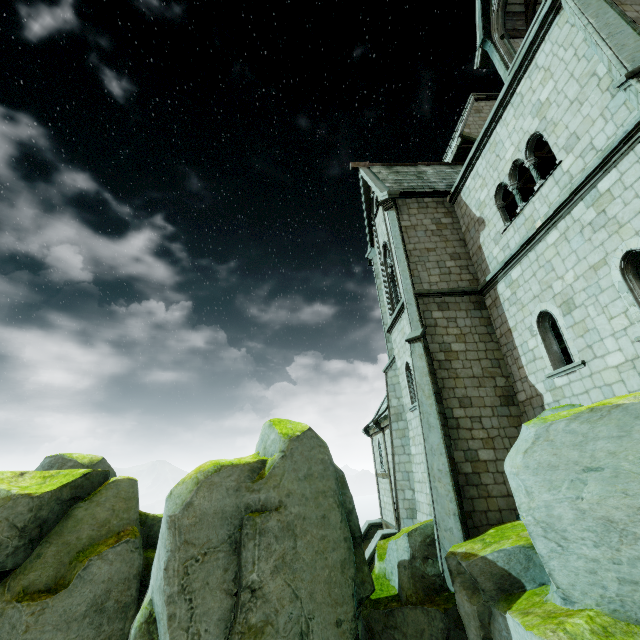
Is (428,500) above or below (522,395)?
below

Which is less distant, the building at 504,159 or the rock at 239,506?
the rock at 239,506

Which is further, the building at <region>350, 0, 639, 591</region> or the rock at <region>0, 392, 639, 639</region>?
the building at <region>350, 0, 639, 591</region>
